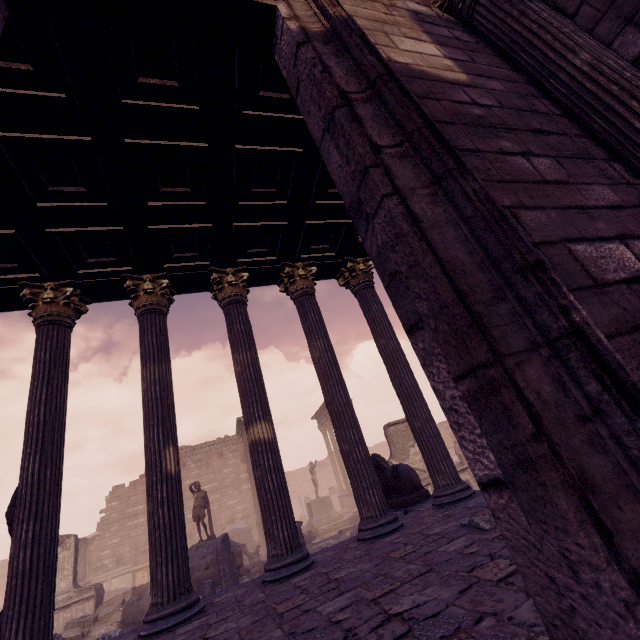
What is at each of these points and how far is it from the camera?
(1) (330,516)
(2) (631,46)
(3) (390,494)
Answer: (1) pedestal, 19.48m
(2) building, 2.21m
(3) sculpture, 6.95m

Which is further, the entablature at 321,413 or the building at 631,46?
the entablature at 321,413

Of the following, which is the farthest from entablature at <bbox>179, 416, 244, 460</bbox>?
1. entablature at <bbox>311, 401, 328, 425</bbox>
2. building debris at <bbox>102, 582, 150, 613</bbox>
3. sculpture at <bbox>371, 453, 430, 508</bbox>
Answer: A: sculpture at <bbox>371, 453, 430, 508</bbox>

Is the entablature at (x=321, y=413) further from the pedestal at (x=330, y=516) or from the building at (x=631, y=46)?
the building at (x=631, y=46)

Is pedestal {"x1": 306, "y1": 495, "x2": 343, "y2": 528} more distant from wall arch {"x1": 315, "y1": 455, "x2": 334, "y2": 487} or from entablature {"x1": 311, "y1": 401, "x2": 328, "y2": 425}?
wall arch {"x1": 315, "y1": 455, "x2": 334, "y2": 487}

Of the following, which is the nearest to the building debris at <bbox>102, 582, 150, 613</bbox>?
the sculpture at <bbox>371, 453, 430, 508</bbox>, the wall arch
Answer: the sculpture at <bbox>371, 453, 430, 508</bbox>

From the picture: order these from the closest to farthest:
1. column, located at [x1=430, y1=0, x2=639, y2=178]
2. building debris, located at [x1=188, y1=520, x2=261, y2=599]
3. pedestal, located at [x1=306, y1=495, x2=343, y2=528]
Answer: column, located at [x1=430, y1=0, x2=639, y2=178] < building debris, located at [x1=188, y1=520, x2=261, y2=599] < pedestal, located at [x1=306, y1=495, x2=343, y2=528]

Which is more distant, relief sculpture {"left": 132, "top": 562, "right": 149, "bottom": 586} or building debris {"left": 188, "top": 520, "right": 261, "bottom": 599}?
relief sculpture {"left": 132, "top": 562, "right": 149, "bottom": 586}
